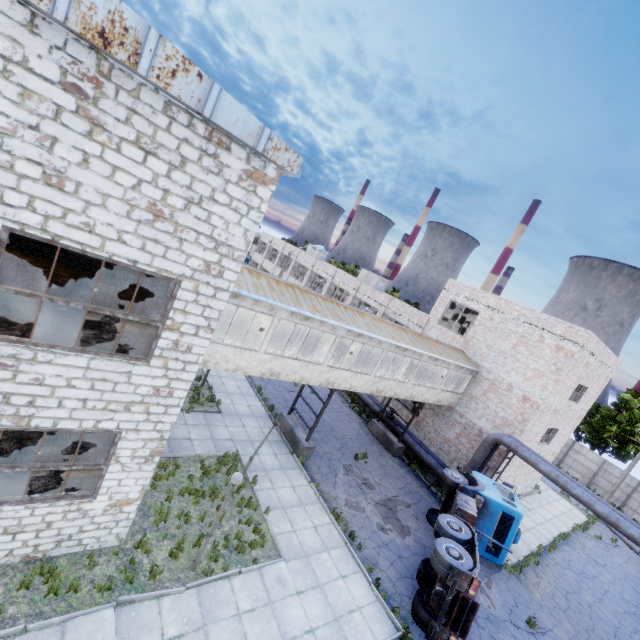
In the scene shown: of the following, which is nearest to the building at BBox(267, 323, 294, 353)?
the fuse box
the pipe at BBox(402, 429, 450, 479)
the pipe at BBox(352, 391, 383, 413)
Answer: the pipe at BBox(402, 429, 450, 479)

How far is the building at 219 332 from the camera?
13.5 meters

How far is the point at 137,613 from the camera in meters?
7.9

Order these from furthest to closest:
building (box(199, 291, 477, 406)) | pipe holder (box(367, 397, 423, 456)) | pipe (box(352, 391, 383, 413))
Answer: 1. pipe (box(352, 391, 383, 413))
2. pipe holder (box(367, 397, 423, 456))
3. building (box(199, 291, 477, 406))

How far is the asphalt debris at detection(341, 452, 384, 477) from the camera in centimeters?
1794cm

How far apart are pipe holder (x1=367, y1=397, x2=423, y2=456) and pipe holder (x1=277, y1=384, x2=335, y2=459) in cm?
711

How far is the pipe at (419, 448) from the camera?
20.02m

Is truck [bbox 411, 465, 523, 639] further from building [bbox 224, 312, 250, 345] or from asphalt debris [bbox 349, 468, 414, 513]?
building [bbox 224, 312, 250, 345]
